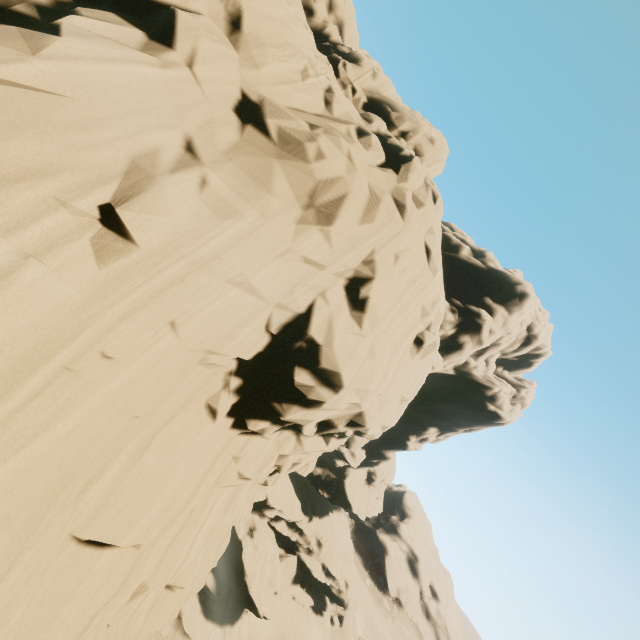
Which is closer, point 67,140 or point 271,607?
point 67,140
